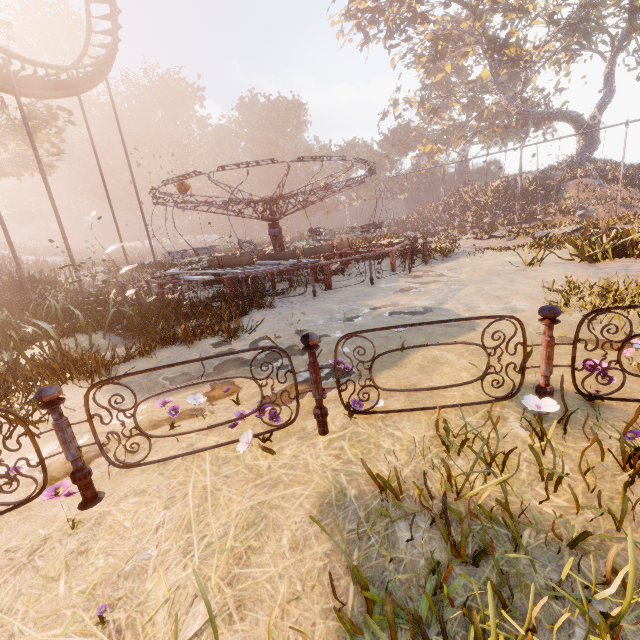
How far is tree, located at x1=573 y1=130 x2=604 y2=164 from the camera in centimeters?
3300cm

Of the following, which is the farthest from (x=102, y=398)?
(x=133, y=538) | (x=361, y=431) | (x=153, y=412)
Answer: (x=361, y=431)

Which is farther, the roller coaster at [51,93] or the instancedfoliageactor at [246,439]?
the roller coaster at [51,93]

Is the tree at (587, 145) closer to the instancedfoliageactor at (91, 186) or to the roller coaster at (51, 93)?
the instancedfoliageactor at (91, 186)

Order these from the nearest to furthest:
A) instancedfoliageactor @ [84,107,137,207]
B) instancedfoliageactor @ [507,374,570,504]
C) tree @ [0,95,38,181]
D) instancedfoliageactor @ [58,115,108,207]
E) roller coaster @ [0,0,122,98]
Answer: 1. instancedfoliageactor @ [507,374,570,504]
2. roller coaster @ [0,0,122,98]
3. tree @ [0,95,38,181]
4. instancedfoliageactor @ [58,115,108,207]
5. instancedfoliageactor @ [84,107,137,207]

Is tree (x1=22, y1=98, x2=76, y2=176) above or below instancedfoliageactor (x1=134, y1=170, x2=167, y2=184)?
below

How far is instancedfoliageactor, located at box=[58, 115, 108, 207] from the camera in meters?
52.5

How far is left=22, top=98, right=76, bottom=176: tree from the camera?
21.3 meters
